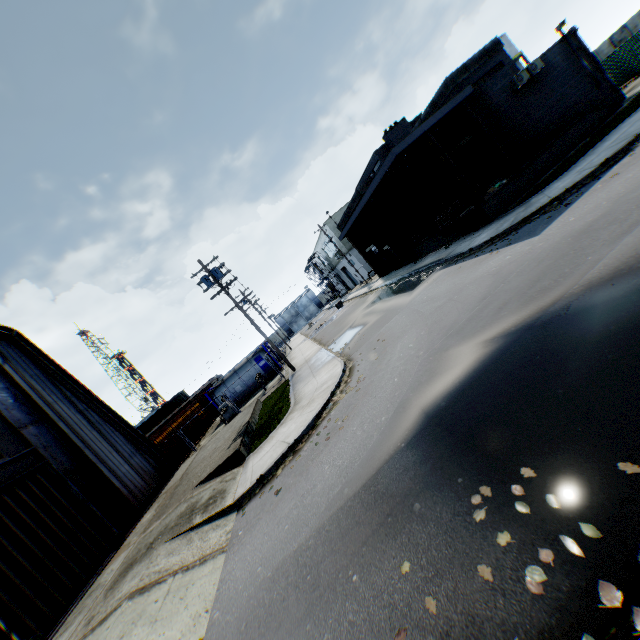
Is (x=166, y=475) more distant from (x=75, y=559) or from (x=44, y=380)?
(x=44, y=380)

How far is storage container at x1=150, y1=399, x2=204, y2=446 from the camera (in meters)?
22.68

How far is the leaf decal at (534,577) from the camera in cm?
264

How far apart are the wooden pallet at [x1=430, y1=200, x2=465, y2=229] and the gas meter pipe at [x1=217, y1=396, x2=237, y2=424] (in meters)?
19.38

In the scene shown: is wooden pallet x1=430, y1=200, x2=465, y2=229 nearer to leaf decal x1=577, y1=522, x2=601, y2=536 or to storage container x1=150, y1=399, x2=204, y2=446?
leaf decal x1=577, y1=522, x2=601, y2=536

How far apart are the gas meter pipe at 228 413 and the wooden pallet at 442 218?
19.4 meters

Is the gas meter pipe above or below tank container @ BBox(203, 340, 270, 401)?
below

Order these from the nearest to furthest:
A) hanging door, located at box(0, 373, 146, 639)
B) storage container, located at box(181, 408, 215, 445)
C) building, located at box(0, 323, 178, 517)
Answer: hanging door, located at box(0, 373, 146, 639)
building, located at box(0, 323, 178, 517)
storage container, located at box(181, 408, 215, 445)
